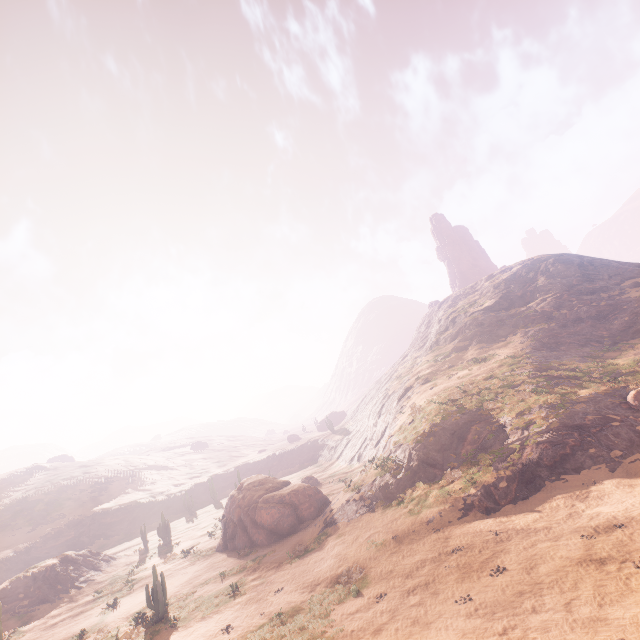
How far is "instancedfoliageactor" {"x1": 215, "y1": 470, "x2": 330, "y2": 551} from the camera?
27.2m

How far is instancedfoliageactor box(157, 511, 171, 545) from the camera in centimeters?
3919cm

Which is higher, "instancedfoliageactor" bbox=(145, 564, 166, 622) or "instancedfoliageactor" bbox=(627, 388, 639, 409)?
"instancedfoliageactor" bbox=(627, 388, 639, 409)

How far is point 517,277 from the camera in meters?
59.9

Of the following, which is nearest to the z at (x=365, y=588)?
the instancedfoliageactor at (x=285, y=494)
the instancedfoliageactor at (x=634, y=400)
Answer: the instancedfoliageactor at (x=634, y=400)

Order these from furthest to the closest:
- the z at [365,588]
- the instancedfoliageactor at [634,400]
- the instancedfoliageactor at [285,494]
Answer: the instancedfoliageactor at [285,494]
the instancedfoliageactor at [634,400]
the z at [365,588]

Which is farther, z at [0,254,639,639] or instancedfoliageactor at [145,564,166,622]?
instancedfoliageactor at [145,564,166,622]

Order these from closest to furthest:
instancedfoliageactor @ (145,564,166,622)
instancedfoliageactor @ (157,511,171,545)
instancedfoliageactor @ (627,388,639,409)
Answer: instancedfoliageactor @ (145,564,166,622) < instancedfoliageactor @ (627,388,639,409) < instancedfoliageactor @ (157,511,171,545)
